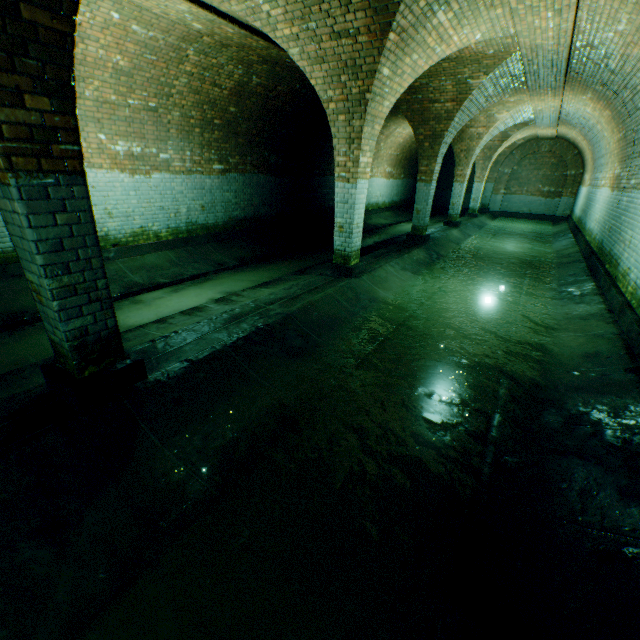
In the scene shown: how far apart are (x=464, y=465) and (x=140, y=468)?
2.8m
